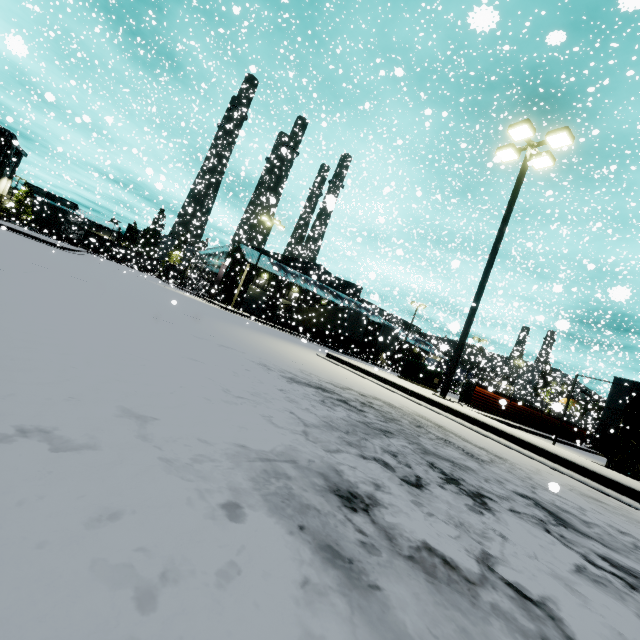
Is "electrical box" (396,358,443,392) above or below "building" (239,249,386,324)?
below

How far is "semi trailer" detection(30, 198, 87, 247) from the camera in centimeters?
3547cm

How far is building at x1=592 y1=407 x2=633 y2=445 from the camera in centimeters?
1958cm

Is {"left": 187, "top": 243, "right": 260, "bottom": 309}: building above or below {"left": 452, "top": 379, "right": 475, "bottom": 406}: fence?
above

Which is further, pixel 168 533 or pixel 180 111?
pixel 180 111

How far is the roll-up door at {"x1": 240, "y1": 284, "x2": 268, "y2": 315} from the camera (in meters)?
42.03

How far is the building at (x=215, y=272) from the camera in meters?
35.3

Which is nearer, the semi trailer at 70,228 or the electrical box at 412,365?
the electrical box at 412,365
